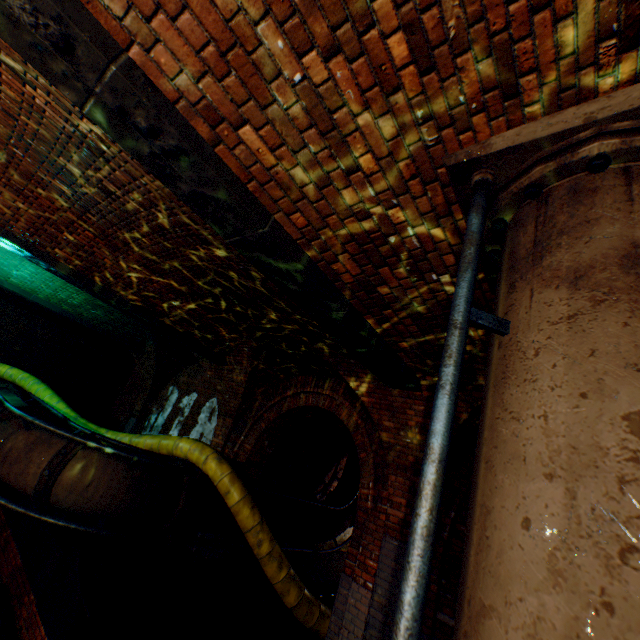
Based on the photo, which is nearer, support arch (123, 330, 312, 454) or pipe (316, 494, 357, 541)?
support arch (123, 330, 312, 454)

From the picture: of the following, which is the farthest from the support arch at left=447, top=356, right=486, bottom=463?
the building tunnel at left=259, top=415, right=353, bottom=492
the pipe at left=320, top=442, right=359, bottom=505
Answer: the pipe at left=320, top=442, right=359, bottom=505

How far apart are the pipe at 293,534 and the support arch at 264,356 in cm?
39

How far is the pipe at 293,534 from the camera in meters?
7.3

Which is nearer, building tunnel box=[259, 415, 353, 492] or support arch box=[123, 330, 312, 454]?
support arch box=[123, 330, 312, 454]

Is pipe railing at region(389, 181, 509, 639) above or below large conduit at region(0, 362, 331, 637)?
above

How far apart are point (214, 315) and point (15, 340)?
11.4 meters

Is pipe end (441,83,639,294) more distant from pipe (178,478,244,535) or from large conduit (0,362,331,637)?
pipe (178,478,244,535)
